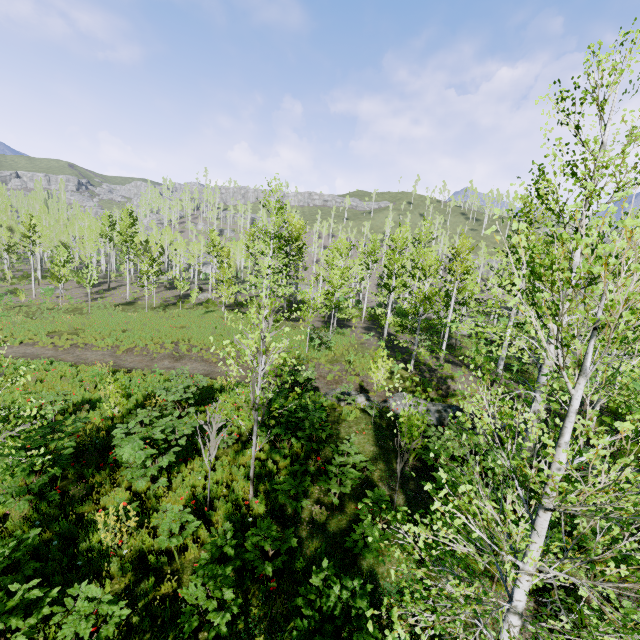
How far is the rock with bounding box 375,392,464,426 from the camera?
12.67m

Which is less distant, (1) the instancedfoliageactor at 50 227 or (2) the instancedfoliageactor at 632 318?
(2) the instancedfoliageactor at 632 318

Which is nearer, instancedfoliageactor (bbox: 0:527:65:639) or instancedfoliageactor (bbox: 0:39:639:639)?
instancedfoliageactor (bbox: 0:39:639:639)

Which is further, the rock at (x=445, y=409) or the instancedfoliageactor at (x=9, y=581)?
the rock at (x=445, y=409)

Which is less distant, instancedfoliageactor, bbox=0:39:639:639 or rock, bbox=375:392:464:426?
instancedfoliageactor, bbox=0:39:639:639

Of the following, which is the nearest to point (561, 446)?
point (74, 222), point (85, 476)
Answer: point (85, 476)

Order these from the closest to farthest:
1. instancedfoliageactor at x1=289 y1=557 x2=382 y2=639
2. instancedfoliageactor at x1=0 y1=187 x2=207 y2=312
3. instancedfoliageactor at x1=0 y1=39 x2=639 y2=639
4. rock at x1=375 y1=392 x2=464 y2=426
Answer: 1. instancedfoliageactor at x1=0 y1=39 x2=639 y2=639
2. instancedfoliageactor at x1=289 y1=557 x2=382 y2=639
3. rock at x1=375 y1=392 x2=464 y2=426
4. instancedfoliageactor at x1=0 y1=187 x2=207 y2=312
